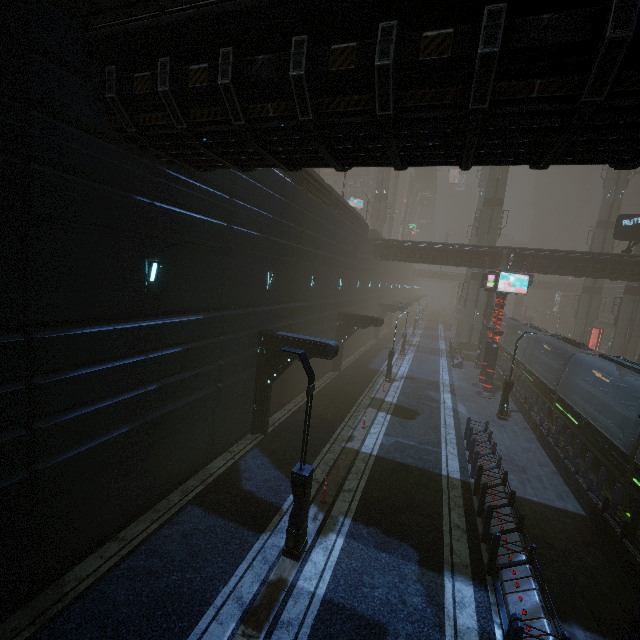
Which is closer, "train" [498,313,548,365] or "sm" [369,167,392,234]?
"train" [498,313,548,365]

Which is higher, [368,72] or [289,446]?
[368,72]

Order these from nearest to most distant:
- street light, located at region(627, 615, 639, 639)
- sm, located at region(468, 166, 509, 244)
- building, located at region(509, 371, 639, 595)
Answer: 1. street light, located at region(627, 615, 639, 639)
2. building, located at region(509, 371, 639, 595)
3. sm, located at region(468, 166, 509, 244)

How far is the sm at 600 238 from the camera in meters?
42.8 m

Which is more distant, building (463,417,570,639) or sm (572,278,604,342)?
sm (572,278,604,342)

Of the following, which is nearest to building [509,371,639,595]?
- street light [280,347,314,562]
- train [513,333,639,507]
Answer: train [513,333,639,507]

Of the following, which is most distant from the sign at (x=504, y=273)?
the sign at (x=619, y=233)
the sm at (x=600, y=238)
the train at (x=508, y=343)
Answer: the sm at (x=600, y=238)
